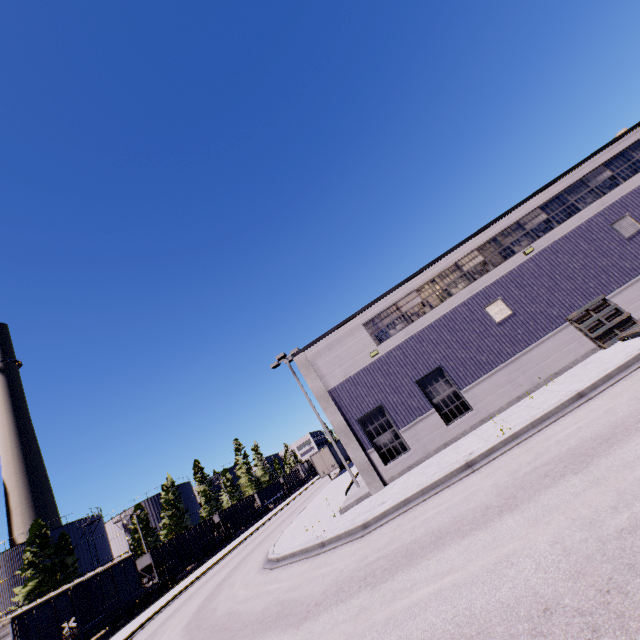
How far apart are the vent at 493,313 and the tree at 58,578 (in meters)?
51.80

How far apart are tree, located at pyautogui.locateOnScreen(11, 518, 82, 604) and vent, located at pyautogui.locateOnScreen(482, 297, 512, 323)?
51.80m

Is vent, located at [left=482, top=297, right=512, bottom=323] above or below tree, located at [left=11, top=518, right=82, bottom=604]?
below

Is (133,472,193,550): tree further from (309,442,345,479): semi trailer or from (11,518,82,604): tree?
(309,442,345,479): semi trailer

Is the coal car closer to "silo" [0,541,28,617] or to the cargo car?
the cargo car

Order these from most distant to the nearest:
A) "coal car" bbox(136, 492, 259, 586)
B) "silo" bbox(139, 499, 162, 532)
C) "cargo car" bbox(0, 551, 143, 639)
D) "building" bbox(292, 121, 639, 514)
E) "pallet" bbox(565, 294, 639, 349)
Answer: "silo" bbox(139, 499, 162, 532), "coal car" bbox(136, 492, 259, 586), "cargo car" bbox(0, 551, 143, 639), "building" bbox(292, 121, 639, 514), "pallet" bbox(565, 294, 639, 349)

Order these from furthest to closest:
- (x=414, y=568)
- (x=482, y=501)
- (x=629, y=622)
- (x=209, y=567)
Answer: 1. (x=209, y=567)
2. (x=482, y=501)
3. (x=414, y=568)
4. (x=629, y=622)

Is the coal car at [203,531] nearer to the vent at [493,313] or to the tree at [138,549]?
the tree at [138,549]
